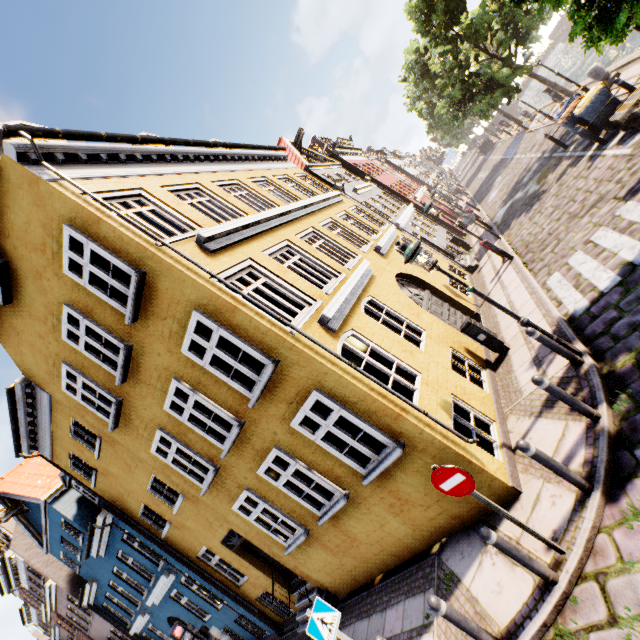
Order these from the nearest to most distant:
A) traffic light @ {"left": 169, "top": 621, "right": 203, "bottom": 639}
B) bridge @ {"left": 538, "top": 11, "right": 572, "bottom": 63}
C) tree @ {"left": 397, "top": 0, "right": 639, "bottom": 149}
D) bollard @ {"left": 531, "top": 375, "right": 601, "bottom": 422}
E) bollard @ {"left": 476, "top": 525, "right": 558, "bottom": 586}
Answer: bollard @ {"left": 476, "top": 525, "right": 558, "bottom": 586} → bollard @ {"left": 531, "top": 375, "right": 601, "bottom": 422} → tree @ {"left": 397, "top": 0, "right": 639, "bottom": 149} → traffic light @ {"left": 169, "top": 621, "right": 203, "bottom": 639} → bridge @ {"left": 538, "top": 11, "right": 572, "bottom": 63}

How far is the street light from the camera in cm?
594

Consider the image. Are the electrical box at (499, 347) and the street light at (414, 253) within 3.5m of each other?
yes

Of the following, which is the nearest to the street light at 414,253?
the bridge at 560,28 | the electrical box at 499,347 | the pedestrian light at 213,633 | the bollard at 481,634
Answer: the electrical box at 499,347

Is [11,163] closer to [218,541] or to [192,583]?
[218,541]

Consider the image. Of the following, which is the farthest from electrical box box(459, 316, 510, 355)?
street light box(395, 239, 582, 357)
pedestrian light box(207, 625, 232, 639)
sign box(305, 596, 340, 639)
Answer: pedestrian light box(207, 625, 232, 639)

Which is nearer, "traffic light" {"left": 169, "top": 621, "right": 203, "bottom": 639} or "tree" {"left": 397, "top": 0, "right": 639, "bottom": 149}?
"tree" {"left": 397, "top": 0, "right": 639, "bottom": 149}

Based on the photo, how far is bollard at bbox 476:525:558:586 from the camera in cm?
403
